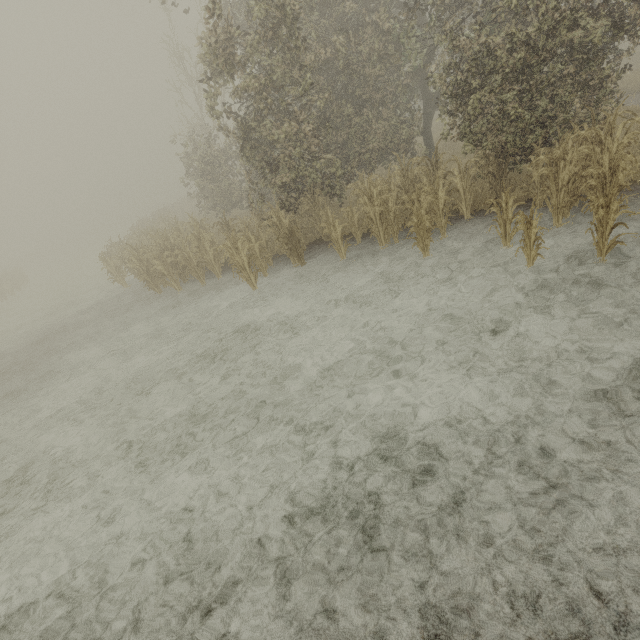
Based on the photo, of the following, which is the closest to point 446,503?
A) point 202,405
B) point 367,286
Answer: point 202,405
